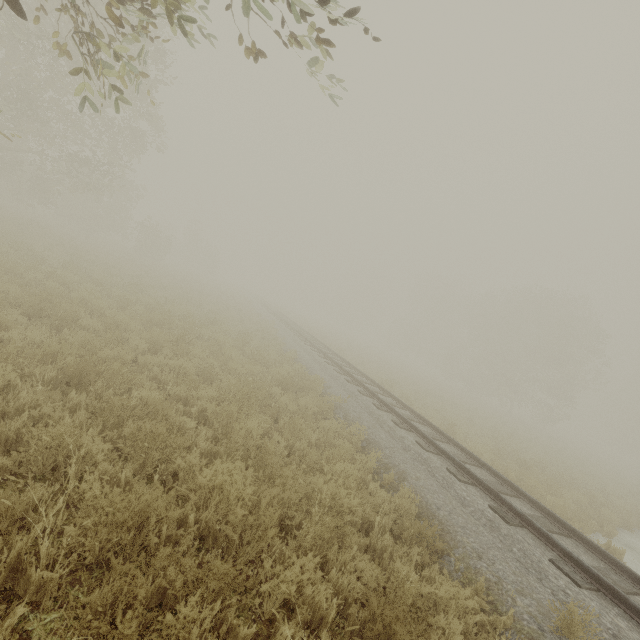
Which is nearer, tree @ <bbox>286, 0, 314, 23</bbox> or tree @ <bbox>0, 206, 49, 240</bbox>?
tree @ <bbox>286, 0, 314, 23</bbox>

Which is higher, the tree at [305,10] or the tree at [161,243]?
the tree at [305,10]

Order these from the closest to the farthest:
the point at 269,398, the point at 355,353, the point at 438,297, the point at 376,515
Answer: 1. the point at 376,515
2. the point at 269,398
3. the point at 355,353
4. the point at 438,297

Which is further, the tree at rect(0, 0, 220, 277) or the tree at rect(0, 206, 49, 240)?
the tree at rect(0, 206, 49, 240)

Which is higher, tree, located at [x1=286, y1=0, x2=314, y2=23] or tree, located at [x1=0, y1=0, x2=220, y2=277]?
tree, located at [x1=286, y1=0, x2=314, y2=23]

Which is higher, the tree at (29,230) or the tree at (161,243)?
the tree at (161,243)

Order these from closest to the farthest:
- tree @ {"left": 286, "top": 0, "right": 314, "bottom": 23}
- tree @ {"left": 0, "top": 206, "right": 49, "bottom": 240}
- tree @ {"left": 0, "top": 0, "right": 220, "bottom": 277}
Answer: tree @ {"left": 286, "top": 0, "right": 314, "bottom": 23} < tree @ {"left": 0, "top": 0, "right": 220, "bottom": 277} < tree @ {"left": 0, "top": 206, "right": 49, "bottom": 240}

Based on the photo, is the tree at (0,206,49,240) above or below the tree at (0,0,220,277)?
below
